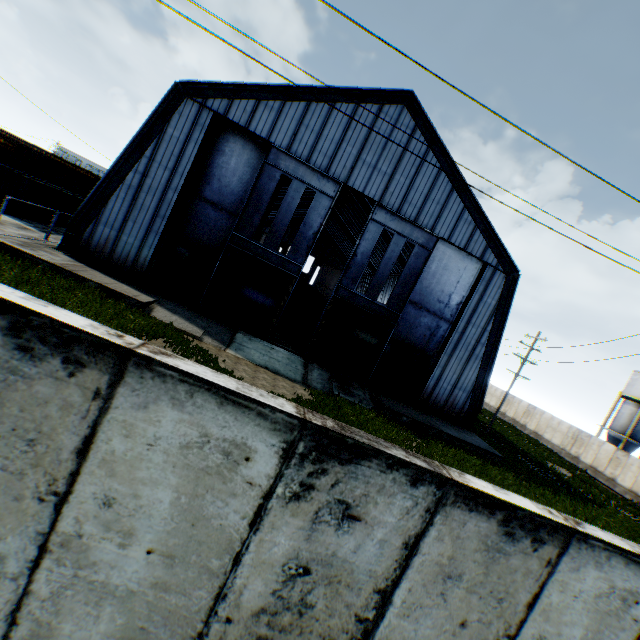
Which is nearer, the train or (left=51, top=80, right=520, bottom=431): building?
(left=51, top=80, right=520, bottom=431): building

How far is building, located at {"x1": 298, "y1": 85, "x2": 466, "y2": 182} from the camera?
18.3m

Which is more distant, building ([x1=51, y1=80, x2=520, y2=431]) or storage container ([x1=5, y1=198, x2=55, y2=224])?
storage container ([x1=5, y1=198, x2=55, y2=224])

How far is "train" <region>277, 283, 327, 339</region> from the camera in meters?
27.7

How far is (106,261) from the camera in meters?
18.1 m

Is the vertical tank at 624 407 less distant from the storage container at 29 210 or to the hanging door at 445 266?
the hanging door at 445 266

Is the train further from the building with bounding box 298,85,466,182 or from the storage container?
the storage container

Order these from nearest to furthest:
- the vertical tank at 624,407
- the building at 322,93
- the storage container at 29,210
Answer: the building at 322,93 < the storage container at 29,210 < the vertical tank at 624,407
